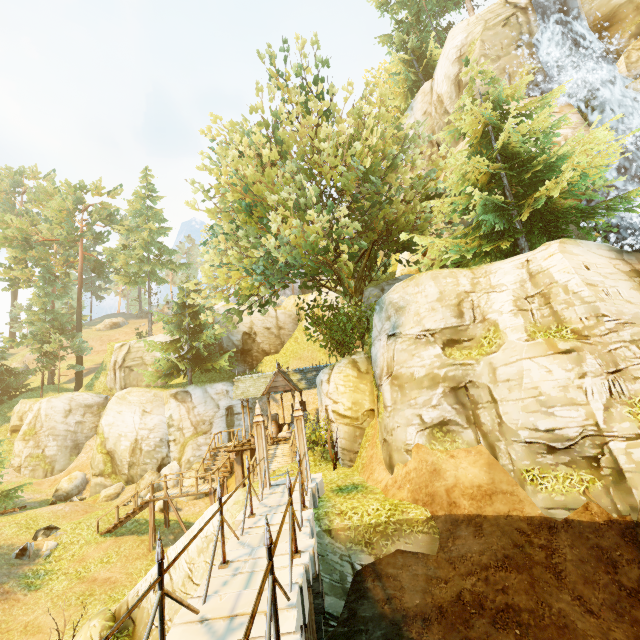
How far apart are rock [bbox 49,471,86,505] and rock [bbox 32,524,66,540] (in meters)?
7.92

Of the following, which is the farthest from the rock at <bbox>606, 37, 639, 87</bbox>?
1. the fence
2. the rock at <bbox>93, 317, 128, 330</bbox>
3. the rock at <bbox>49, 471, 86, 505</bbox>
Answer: the rock at <bbox>93, 317, 128, 330</bbox>

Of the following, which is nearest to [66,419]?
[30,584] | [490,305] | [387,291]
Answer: [30,584]

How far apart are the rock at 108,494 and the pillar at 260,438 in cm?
1792

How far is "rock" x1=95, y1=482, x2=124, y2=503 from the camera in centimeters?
2162cm

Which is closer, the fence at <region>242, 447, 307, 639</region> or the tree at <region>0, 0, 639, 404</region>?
the fence at <region>242, 447, 307, 639</region>

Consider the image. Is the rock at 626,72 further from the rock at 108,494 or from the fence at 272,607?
the rock at 108,494

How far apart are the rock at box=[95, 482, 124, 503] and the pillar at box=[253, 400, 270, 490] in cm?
1792
